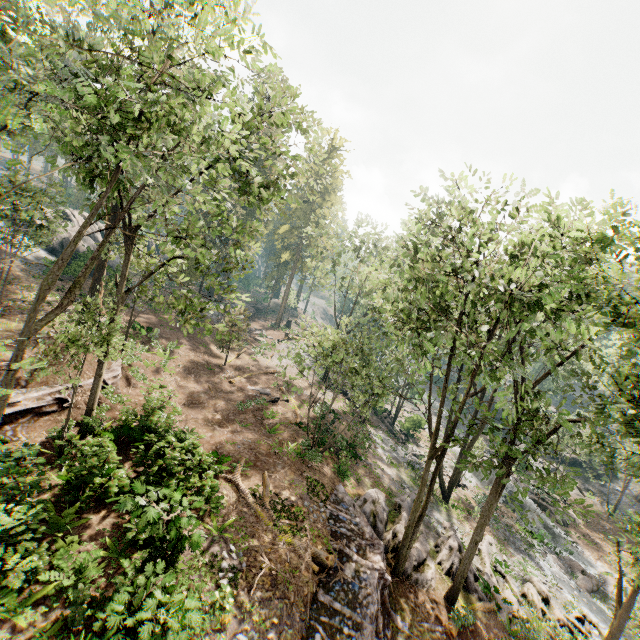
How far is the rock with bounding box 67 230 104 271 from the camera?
32.5 meters

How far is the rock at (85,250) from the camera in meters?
32.5

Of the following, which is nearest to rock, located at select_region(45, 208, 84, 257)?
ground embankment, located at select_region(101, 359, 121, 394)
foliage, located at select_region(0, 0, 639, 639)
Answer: foliage, located at select_region(0, 0, 639, 639)

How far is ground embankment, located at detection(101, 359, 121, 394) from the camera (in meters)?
18.03

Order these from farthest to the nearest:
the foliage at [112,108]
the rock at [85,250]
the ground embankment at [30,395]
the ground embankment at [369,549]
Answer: the rock at [85,250], the ground embankment at [30,395], the ground embankment at [369,549], the foliage at [112,108]

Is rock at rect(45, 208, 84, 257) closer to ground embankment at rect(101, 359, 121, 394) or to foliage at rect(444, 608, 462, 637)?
foliage at rect(444, 608, 462, 637)

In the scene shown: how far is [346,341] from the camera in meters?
22.3
